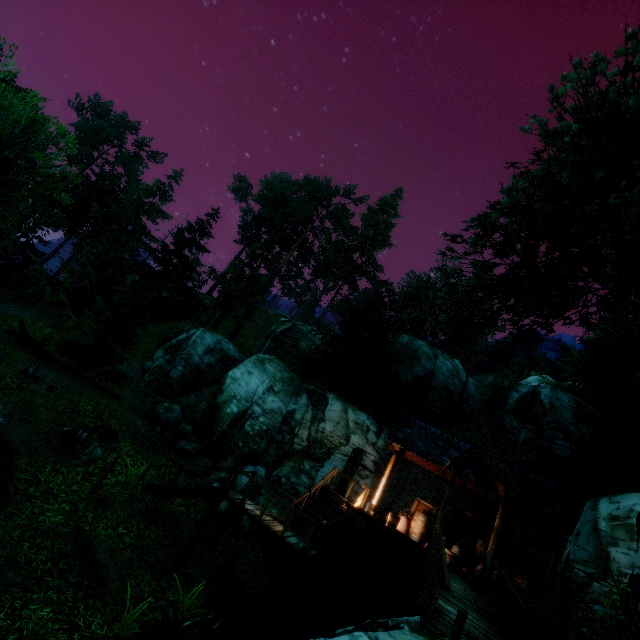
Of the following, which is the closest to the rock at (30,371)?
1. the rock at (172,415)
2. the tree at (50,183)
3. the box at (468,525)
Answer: the tree at (50,183)

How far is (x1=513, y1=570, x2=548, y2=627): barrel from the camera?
9.97m

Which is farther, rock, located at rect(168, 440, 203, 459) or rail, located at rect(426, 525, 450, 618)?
rock, located at rect(168, 440, 203, 459)

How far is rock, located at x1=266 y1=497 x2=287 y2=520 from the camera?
15.4 meters

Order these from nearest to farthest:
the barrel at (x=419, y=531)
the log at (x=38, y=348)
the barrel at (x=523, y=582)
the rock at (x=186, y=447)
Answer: the barrel at (x=523, y=582) → the barrel at (x=419, y=531) → the log at (x=38, y=348) → the rock at (x=186, y=447)

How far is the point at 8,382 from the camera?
10.7 meters

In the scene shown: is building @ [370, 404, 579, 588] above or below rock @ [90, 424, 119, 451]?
above

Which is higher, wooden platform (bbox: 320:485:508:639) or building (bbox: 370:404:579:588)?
building (bbox: 370:404:579:588)
